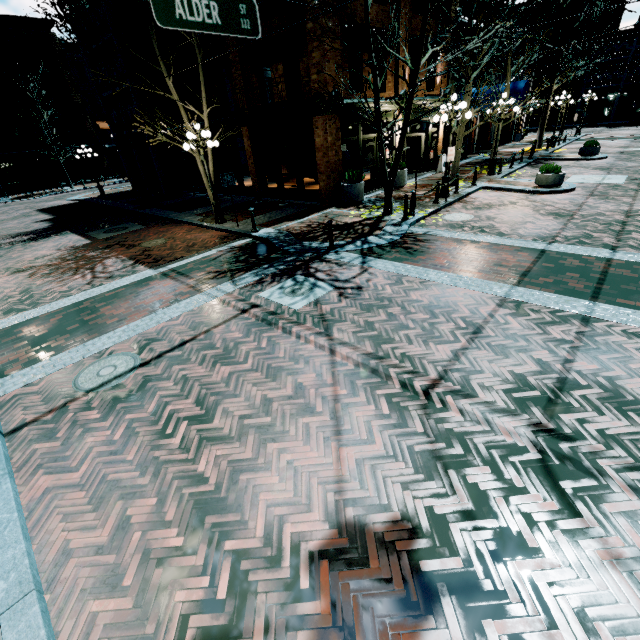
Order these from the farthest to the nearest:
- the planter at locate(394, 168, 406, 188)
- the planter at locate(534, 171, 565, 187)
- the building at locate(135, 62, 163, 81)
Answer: the building at locate(135, 62, 163, 81)
the planter at locate(394, 168, 406, 188)
the planter at locate(534, 171, 565, 187)

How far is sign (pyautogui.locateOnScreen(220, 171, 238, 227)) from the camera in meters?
11.6

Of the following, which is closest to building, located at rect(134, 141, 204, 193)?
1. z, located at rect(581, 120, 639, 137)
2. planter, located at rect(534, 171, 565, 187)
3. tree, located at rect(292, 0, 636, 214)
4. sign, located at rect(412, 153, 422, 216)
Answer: z, located at rect(581, 120, 639, 137)

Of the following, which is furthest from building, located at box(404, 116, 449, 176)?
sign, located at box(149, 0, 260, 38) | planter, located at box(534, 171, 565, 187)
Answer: sign, located at box(149, 0, 260, 38)

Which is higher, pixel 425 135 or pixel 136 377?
pixel 425 135

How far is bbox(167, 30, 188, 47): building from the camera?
16.59m

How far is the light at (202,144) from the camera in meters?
11.8

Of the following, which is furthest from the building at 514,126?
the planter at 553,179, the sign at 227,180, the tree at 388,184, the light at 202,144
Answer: the planter at 553,179
